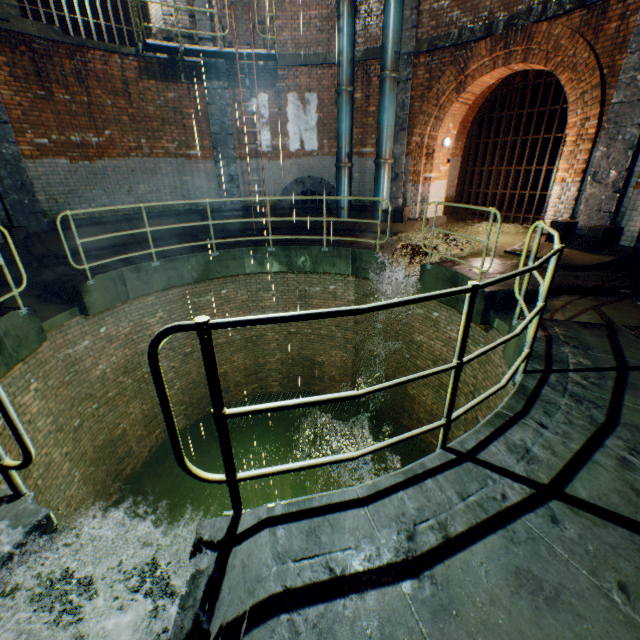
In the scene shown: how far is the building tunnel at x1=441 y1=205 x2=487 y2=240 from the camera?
10.5 meters

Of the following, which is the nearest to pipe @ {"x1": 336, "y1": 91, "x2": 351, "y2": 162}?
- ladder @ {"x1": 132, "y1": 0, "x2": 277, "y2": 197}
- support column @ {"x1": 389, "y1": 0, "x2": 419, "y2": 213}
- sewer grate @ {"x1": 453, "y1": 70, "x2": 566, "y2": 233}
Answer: support column @ {"x1": 389, "y1": 0, "x2": 419, "y2": 213}

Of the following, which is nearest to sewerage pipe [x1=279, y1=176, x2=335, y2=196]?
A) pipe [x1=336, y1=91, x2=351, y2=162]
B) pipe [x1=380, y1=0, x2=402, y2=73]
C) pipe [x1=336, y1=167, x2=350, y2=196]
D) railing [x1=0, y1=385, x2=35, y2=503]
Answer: pipe [x1=336, y1=167, x2=350, y2=196]

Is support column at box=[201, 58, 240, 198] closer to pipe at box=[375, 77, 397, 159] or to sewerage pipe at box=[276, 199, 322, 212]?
sewerage pipe at box=[276, 199, 322, 212]

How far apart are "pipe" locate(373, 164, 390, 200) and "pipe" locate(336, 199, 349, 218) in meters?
0.8 m

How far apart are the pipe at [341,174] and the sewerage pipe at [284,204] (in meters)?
0.16

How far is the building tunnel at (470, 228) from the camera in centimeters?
1053cm

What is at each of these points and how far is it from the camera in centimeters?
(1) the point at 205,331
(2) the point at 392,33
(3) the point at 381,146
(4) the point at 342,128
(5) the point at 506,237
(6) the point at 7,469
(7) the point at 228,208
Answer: (1) railing, 139cm
(2) pipe, 842cm
(3) pipe, 951cm
(4) pipe, 970cm
(5) building tunnel, 1015cm
(6) railing, 193cm
(7) support column, 1088cm
